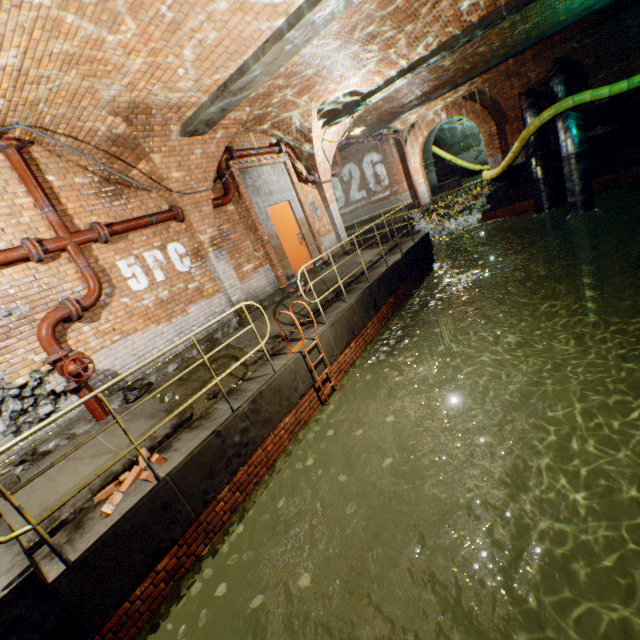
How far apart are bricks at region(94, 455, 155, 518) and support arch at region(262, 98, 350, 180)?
8.37m

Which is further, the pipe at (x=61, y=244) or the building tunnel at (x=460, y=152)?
the building tunnel at (x=460, y=152)

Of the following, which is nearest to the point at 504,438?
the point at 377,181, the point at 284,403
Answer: the point at 284,403

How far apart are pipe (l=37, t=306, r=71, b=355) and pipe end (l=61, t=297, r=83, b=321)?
0.0 meters

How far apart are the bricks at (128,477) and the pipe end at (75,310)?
2.37m

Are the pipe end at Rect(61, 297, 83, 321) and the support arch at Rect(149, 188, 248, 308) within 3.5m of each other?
yes

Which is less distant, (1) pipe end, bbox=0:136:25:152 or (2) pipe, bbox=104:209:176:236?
(1) pipe end, bbox=0:136:25:152

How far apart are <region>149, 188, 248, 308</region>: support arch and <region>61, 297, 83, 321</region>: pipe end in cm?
248
